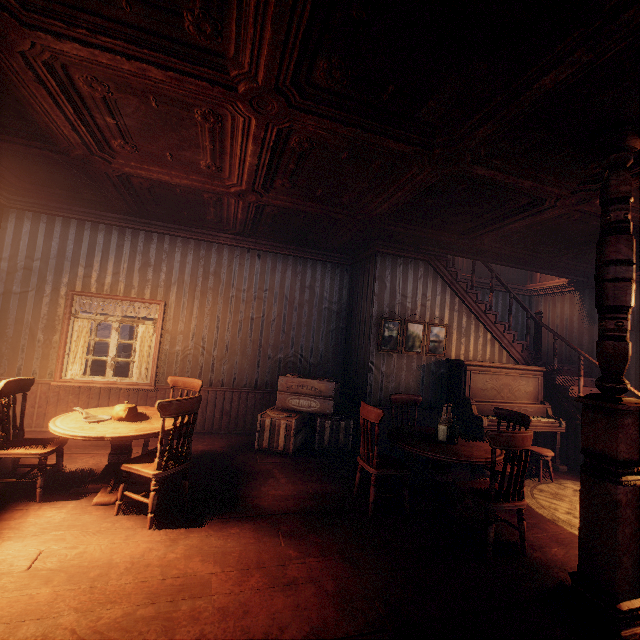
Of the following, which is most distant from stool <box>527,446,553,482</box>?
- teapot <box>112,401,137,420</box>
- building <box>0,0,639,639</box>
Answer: teapot <box>112,401,137,420</box>

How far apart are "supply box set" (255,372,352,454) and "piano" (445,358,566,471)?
1.9m

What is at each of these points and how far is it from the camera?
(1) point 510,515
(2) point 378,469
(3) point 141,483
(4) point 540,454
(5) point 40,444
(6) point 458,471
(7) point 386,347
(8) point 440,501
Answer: (1) building, 4.0m
(2) chair, 3.7m
(3) table, 3.8m
(4) stool, 5.2m
(5) chair, 3.5m
(6) building, 5.4m
(7) paintings, 6.1m
(8) table, 4.0m

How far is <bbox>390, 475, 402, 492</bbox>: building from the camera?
4.4m

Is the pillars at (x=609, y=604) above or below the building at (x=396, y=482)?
above

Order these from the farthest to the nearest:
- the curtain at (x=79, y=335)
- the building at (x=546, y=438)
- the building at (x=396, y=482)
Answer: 1. the building at (x=546, y=438)
2. the curtain at (x=79, y=335)
3. the building at (x=396, y=482)

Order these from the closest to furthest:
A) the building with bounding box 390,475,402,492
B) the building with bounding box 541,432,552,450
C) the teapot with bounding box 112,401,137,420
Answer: the teapot with bounding box 112,401,137,420 → the building with bounding box 390,475,402,492 → the building with bounding box 541,432,552,450

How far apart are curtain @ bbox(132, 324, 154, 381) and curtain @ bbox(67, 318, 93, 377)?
0.8 meters
